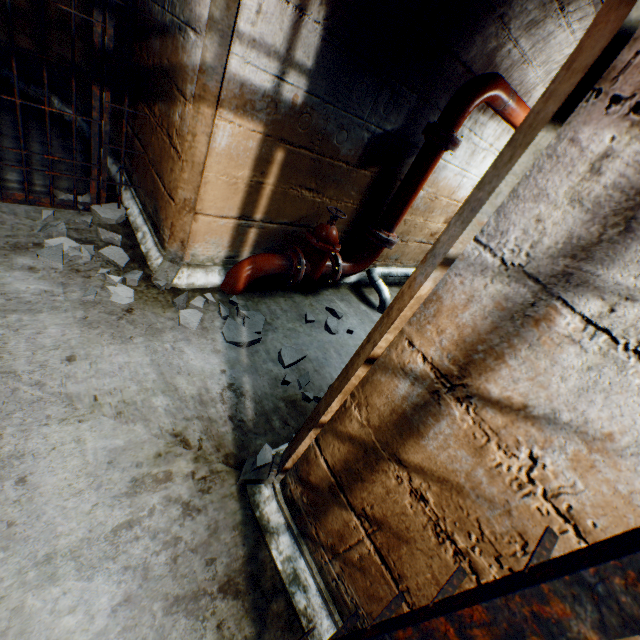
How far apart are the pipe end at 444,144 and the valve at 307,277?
1.1 meters

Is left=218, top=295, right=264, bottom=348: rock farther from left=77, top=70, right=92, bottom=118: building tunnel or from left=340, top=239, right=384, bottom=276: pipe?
left=77, top=70, right=92, bottom=118: building tunnel

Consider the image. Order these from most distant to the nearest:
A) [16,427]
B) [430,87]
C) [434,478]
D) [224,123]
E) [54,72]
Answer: [54,72]
[430,87]
[224,123]
[16,427]
[434,478]

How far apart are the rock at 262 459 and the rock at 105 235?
2.15m

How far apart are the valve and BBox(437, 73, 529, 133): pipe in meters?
1.2

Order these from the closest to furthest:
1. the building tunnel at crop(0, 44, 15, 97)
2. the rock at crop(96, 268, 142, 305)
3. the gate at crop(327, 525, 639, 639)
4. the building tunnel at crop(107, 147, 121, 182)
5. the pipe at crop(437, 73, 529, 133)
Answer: the gate at crop(327, 525, 639, 639) → the rock at crop(96, 268, 142, 305) → the pipe at crop(437, 73, 529, 133) → the building tunnel at crop(107, 147, 121, 182) → the building tunnel at crop(0, 44, 15, 97)

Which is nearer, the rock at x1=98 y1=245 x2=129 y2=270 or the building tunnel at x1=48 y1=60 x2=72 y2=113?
the rock at x1=98 y1=245 x2=129 y2=270

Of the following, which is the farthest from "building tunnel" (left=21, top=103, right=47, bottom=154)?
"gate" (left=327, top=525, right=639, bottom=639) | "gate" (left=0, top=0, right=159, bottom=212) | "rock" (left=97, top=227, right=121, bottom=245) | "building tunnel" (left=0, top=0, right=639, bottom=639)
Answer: "gate" (left=327, top=525, right=639, bottom=639)
